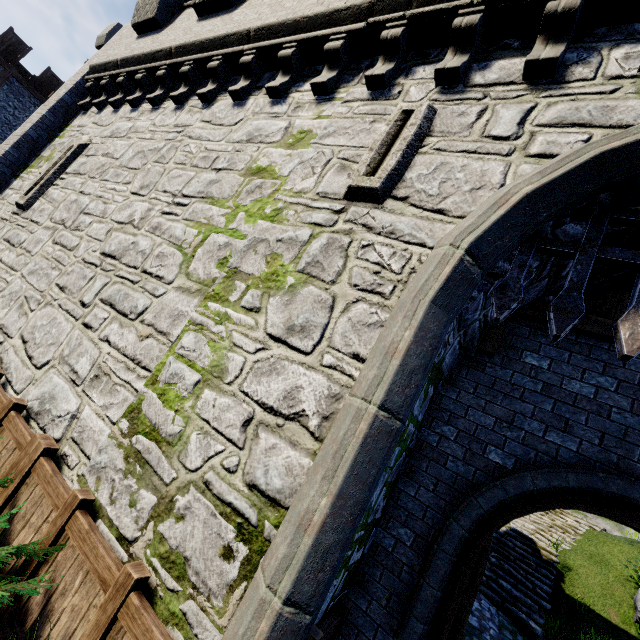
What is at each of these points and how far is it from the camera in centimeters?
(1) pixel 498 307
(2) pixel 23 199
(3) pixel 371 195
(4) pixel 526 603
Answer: (1) gate, 318cm
(2) window slit, 771cm
(3) window slit, 357cm
(4) stairs, 954cm

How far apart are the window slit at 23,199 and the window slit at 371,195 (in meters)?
7.94

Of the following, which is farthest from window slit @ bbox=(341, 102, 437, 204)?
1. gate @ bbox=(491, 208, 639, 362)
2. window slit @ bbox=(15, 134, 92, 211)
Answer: window slit @ bbox=(15, 134, 92, 211)

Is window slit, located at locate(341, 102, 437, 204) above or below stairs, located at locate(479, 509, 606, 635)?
above

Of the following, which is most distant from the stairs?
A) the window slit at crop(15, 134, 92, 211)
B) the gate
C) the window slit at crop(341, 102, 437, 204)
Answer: the gate

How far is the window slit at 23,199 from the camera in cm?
769

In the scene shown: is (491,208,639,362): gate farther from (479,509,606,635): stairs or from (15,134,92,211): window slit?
(15,134,92,211): window slit
